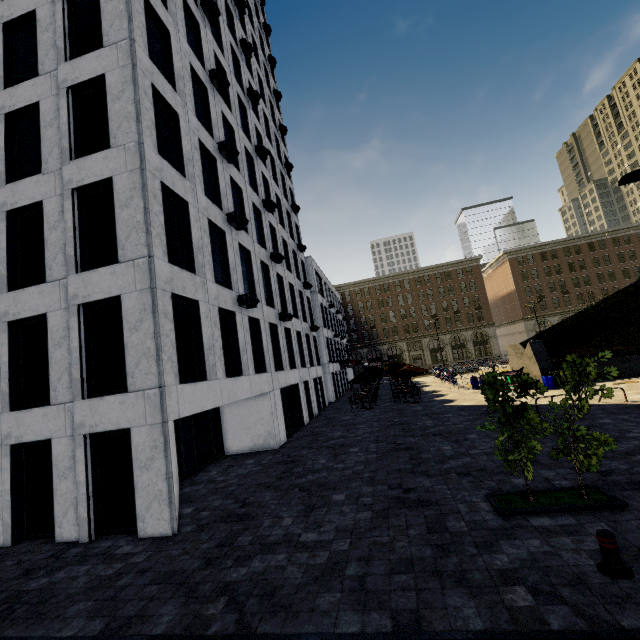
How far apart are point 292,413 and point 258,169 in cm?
1747

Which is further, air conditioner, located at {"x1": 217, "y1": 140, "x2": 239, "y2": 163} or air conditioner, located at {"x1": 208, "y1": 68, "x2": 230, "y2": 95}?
air conditioner, located at {"x1": 208, "y1": 68, "x2": 230, "y2": 95}

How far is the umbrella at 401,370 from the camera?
23.77m

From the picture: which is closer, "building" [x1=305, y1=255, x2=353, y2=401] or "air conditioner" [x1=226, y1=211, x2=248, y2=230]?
"air conditioner" [x1=226, y1=211, x2=248, y2=230]

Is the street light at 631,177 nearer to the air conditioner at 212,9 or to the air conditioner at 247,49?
the air conditioner at 212,9

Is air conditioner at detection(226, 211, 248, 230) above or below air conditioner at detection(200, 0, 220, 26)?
below

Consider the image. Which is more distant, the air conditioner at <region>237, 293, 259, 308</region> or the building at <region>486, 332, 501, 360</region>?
the building at <region>486, 332, 501, 360</region>

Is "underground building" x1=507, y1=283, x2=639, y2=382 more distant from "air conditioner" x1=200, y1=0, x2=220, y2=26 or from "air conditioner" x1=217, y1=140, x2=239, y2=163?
"air conditioner" x1=200, y1=0, x2=220, y2=26
